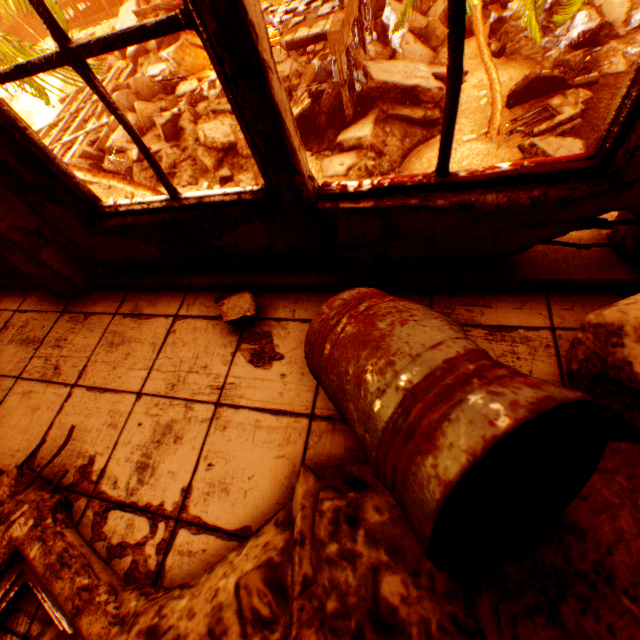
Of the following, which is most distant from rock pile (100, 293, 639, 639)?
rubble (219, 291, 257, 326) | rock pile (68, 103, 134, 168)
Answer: rock pile (68, 103, 134, 168)

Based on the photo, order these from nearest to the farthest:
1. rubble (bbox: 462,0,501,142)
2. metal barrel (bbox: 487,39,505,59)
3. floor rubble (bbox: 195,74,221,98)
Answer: rubble (bbox: 462,0,501,142) < metal barrel (bbox: 487,39,505,59) < floor rubble (bbox: 195,74,221,98)

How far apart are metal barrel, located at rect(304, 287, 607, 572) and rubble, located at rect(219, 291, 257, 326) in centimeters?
61cm

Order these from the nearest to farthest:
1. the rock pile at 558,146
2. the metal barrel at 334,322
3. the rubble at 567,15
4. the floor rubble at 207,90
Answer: the metal barrel at 334,322 < the rubble at 567,15 < the rock pile at 558,146 < the floor rubble at 207,90

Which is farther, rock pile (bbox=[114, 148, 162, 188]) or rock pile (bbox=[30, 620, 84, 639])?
rock pile (bbox=[114, 148, 162, 188])

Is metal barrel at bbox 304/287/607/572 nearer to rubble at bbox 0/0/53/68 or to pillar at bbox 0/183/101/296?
pillar at bbox 0/183/101/296

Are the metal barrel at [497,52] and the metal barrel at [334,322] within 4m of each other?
no

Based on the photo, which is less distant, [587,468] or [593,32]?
[587,468]
